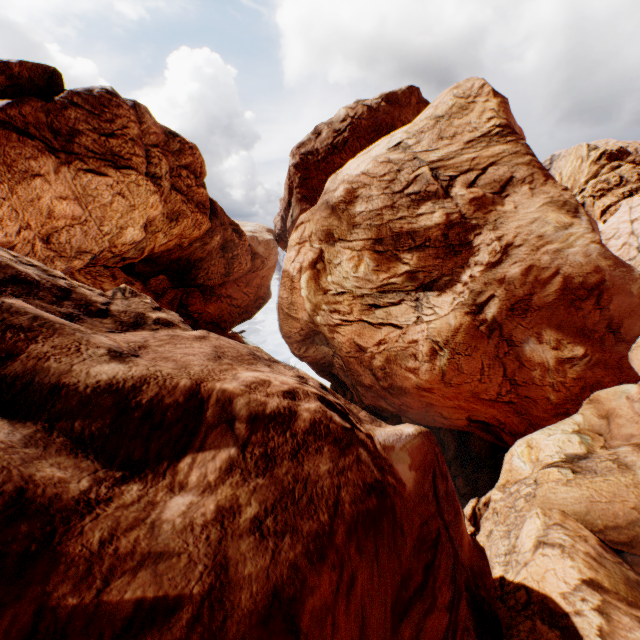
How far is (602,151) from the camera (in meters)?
59.97
